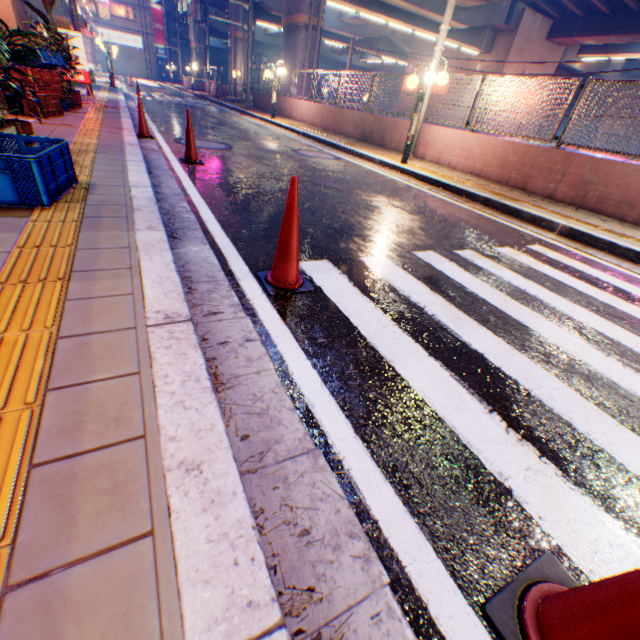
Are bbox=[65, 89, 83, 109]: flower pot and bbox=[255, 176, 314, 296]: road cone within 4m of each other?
→ no

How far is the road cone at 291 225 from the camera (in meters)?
2.34

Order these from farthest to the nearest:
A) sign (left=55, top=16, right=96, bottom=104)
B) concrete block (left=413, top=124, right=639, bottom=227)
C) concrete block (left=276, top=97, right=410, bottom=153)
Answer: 1. concrete block (left=276, top=97, right=410, bottom=153)
2. sign (left=55, top=16, right=96, bottom=104)
3. concrete block (left=413, top=124, right=639, bottom=227)

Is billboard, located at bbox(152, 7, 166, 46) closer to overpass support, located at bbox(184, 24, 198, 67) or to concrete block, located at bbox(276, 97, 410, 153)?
overpass support, located at bbox(184, 24, 198, 67)

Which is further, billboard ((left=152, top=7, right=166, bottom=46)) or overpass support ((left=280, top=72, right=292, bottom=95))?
billboard ((left=152, top=7, right=166, bottom=46))

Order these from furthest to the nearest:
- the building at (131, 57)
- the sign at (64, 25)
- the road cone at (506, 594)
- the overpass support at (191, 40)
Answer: the building at (131, 57) → the overpass support at (191, 40) → the sign at (64, 25) → the road cone at (506, 594)

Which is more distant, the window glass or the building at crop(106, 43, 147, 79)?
the building at crop(106, 43, 147, 79)

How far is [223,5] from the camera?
40.03m
